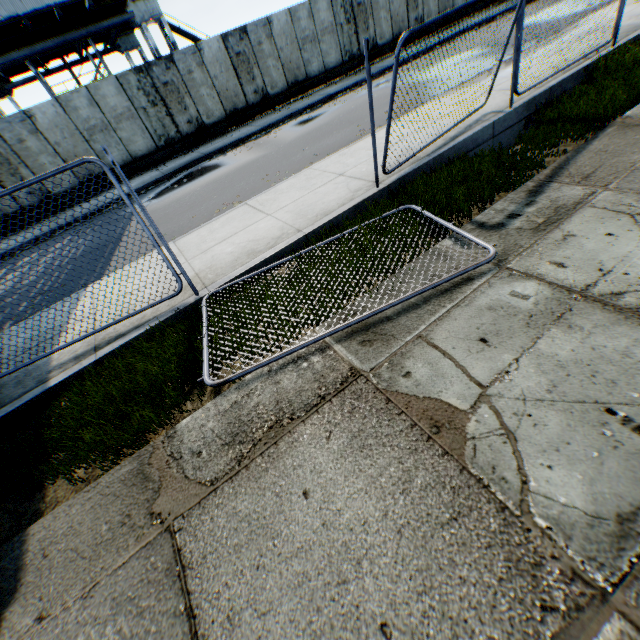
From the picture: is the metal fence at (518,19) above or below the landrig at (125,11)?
below

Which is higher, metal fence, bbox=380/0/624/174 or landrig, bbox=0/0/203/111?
landrig, bbox=0/0/203/111

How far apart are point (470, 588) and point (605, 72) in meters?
9.9 m

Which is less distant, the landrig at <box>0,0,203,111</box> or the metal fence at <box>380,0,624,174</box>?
the metal fence at <box>380,0,624,174</box>

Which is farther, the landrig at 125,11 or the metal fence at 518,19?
the landrig at 125,11
